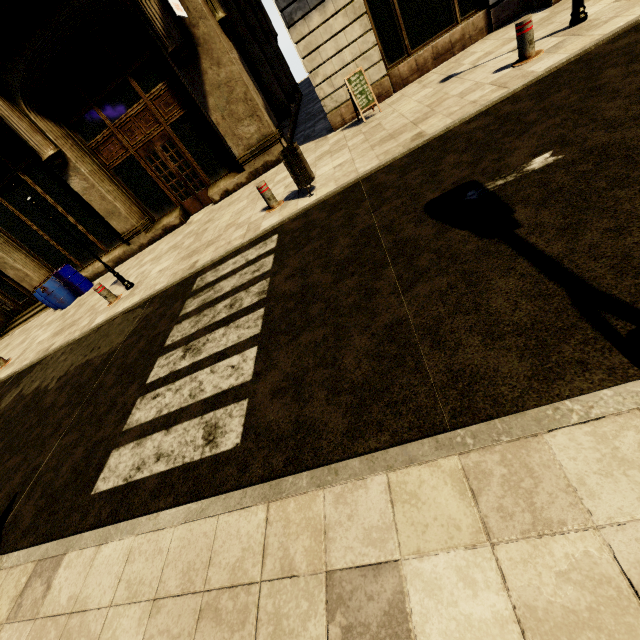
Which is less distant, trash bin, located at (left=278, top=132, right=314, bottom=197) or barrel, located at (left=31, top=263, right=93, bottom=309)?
trash bin, located at (left=278, top=132, right=314, bottom=197)

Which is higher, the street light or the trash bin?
the trash bin

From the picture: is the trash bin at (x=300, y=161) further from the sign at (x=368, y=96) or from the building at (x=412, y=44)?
the building at (x=412, y=44)

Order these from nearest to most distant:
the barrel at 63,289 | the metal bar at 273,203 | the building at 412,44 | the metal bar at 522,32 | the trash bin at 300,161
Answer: the metal bar at 522,32
the trash bin at 300,161
the metal bar at 273,203
the building at 412,44
the barrel at 63,289

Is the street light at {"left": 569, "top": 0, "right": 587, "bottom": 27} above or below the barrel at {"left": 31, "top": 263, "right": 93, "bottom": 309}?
below

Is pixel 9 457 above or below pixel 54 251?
below

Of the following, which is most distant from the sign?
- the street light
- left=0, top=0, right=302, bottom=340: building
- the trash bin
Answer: the street light

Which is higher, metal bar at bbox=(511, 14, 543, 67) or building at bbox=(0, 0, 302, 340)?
building at bbox=(0, 0, 302, 340)
